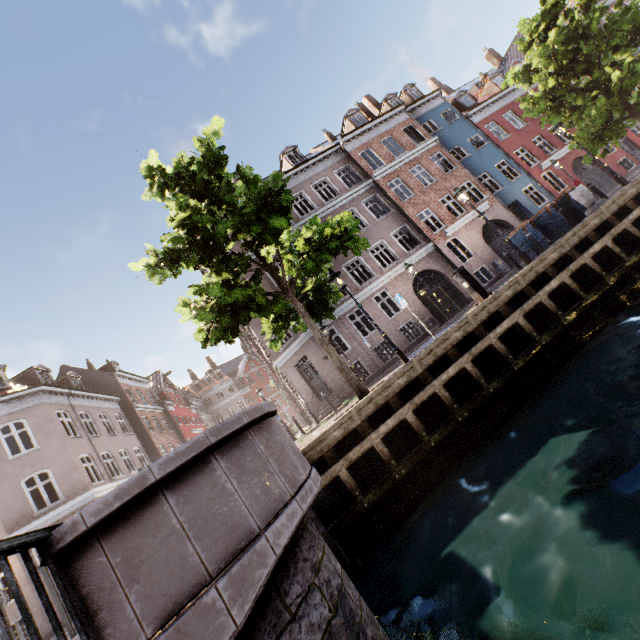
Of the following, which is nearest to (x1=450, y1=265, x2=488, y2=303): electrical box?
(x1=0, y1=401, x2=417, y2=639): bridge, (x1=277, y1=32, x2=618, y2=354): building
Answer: (x1=0, y1=401, x2=417, y2=639): bridge

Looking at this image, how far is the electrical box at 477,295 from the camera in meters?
9.3

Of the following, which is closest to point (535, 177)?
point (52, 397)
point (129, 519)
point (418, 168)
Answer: point (418, 168)

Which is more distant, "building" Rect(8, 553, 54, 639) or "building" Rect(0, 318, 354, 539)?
"building" Rect(0, 318, 354, 539)

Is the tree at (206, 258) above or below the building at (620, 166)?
above

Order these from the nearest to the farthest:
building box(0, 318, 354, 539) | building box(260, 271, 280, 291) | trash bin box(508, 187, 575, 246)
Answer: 1. trash bin box(508, 187, 575, 246)
2. building box(0, 318, 354, 539)
3. building box(260, 271, 280, 291)

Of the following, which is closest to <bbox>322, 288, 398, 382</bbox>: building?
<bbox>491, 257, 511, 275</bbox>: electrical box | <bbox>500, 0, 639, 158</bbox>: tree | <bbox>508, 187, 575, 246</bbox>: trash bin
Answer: <bbox>491, 257, 511, 275</bbox>: electrical box

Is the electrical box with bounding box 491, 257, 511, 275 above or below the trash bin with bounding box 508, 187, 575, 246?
below
